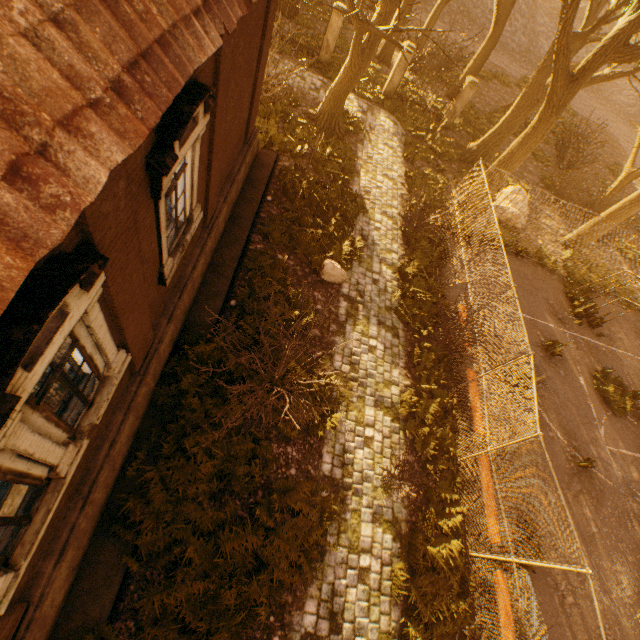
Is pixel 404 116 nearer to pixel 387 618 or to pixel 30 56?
pixel 30 56

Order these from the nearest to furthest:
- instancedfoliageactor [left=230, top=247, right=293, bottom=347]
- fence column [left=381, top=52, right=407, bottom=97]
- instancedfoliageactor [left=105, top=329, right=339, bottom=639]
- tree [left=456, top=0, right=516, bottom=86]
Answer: instancedfoliageactor [left=105, top=329, right=339, bottom=639] → instancedfoliageactor [left=230, top=247, right=293, bottom=347] → fence column [left=381, top=52, right=407, bottom=97] → tree [left=456, top=0, right=516, bottom=86]

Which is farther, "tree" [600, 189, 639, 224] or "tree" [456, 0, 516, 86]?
"tree" [456, 0, 516, 86]

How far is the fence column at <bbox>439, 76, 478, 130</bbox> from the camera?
17.6 meters

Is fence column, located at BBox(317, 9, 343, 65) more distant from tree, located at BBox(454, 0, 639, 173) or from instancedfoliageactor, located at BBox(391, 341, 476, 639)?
instancedfoliageactor, located at BBox(391, 341, 476, 639)

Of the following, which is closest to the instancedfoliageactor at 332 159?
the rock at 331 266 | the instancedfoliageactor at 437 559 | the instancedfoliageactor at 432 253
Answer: the rock at 331 266

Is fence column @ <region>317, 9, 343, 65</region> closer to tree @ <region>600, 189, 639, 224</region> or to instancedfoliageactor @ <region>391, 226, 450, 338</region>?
tree @ <region>600, 189, 639, 224</region>

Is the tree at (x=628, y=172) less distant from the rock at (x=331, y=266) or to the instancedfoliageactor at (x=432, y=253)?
the instancedfoliageactor at (x=432, y=253)
